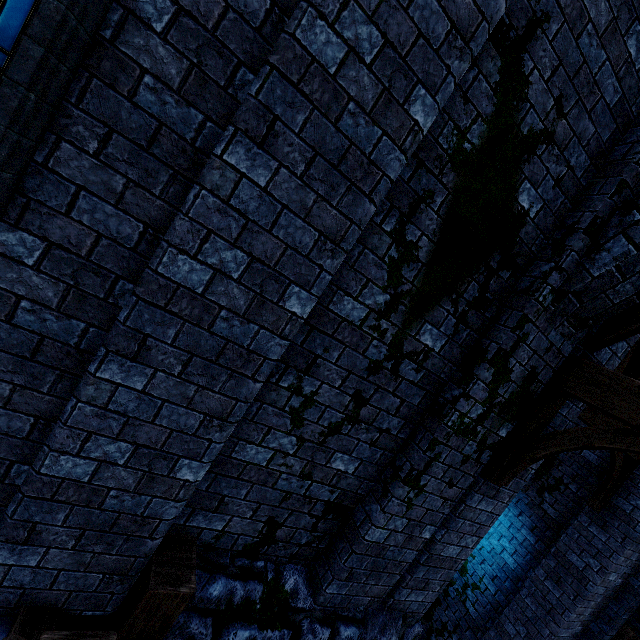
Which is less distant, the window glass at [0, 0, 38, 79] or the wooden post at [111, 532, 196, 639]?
the window glass at [0, 0, 38, 79]

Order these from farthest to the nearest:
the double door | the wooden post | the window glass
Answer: the double door < the wooden post < the window glass

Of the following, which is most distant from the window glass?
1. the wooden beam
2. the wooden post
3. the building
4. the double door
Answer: the double door

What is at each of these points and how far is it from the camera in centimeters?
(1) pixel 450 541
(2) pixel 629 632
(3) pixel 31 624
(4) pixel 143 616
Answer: (1) building, 389cm
(2) double door, 686cm
(3) wooden beam, 221cm
(4) wooden post, 241cm

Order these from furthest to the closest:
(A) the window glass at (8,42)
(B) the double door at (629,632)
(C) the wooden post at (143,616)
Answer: (B) the double door at (629,632), (C) the wooden post at (143,616), (A) the window glass at (8,42)

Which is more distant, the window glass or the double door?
the double door

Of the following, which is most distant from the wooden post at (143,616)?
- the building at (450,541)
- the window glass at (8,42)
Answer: the window glass at (8,42)

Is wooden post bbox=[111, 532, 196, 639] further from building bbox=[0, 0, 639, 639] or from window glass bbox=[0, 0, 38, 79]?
window glass bbox=[0, 0, 38, 79]
